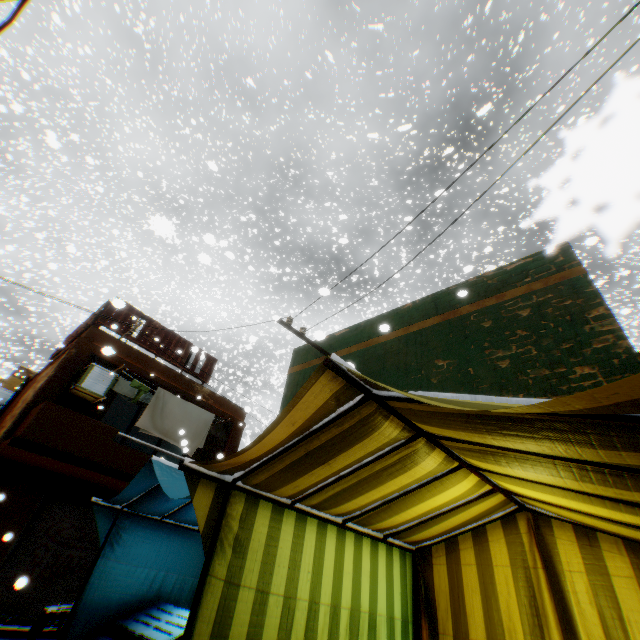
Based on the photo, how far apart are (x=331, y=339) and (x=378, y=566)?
5.8m

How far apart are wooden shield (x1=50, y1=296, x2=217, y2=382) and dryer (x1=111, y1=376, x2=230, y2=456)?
0.5m

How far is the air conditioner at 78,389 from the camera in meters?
9.4 m

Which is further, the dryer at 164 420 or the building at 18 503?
the dryer at 164 420

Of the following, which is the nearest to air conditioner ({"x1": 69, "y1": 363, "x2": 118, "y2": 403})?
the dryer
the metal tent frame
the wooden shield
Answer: the dryer

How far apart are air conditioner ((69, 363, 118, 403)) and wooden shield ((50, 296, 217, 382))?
0.6 meters

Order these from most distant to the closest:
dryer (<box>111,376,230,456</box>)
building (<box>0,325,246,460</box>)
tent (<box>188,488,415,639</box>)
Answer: dryer (<box>111,376,230,456</box>) → building (<box>0,325,246,460</box>) → tent (<box>188,488,415,639</box>)

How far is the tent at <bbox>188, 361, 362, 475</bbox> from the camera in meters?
1.8
